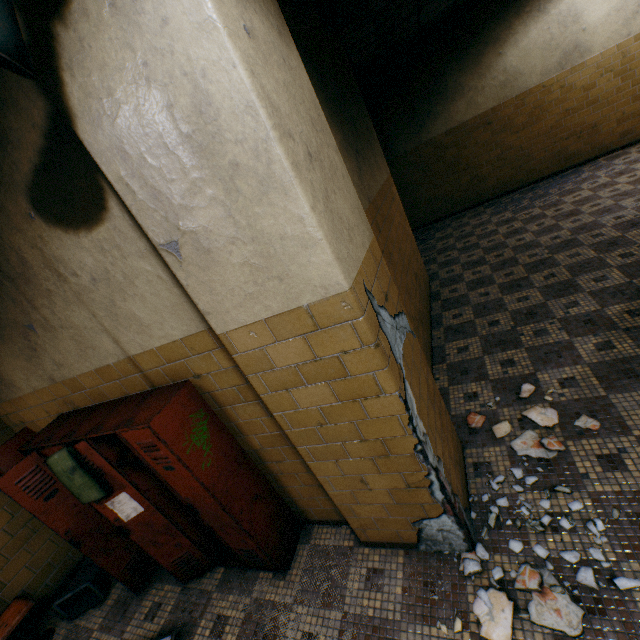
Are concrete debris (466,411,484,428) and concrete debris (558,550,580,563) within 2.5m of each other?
yes

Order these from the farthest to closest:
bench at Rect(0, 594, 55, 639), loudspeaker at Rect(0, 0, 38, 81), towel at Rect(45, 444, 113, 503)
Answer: bench at Rect(0, 594, 55, 639)
towel at Rect(45, 444, 113, 503)
loudspeaker at Rect(0, 0, 38, 81)

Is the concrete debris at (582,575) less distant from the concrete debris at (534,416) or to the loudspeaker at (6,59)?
the concrete debris at (534,416)

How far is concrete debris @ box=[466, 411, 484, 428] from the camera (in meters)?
2.84

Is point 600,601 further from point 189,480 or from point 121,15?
point 121,15

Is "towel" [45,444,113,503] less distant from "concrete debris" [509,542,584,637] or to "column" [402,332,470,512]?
"column" [402,332,470,512]

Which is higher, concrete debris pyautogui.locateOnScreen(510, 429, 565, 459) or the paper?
the paper

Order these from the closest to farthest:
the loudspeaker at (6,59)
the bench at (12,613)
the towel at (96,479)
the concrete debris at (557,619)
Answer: the loudspeaker at (6,59)
the concrete debris at (557,619)
the towel at (96,479)
the bench at (12,613)
